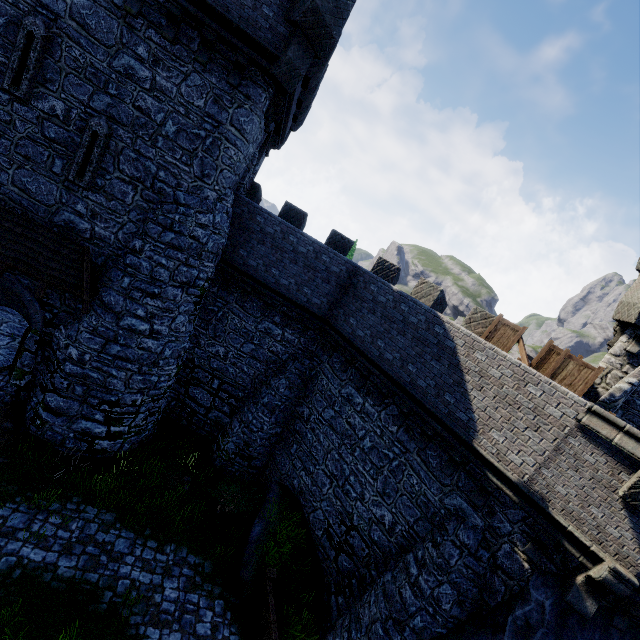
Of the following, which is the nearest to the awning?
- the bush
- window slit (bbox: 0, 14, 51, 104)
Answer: window slit (bbox: 0, 14, 51, 104)

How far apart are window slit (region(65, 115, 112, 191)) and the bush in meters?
11.1

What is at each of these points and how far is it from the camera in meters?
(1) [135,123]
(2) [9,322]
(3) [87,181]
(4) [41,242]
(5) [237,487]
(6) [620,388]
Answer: (1) building, 9.7 m
(2) building, 15.0 m
(3) window slit, 9.9 m
(4) awning, 9.9 m
(5) bush, 12.8 m
(6) building tower, 10.2 m

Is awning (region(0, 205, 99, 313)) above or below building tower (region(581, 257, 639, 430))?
below

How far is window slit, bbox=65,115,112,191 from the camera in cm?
950

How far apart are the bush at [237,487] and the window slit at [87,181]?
11.1 meters

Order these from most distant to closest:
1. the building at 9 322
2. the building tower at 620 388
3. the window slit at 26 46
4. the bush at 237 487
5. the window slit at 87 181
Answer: the building at 9 322 → the bush at 237 487 → the building tower at 620 388 → the window slit at 87 181 → the window slit at 26 46

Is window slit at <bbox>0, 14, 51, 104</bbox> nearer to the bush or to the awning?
the awning
